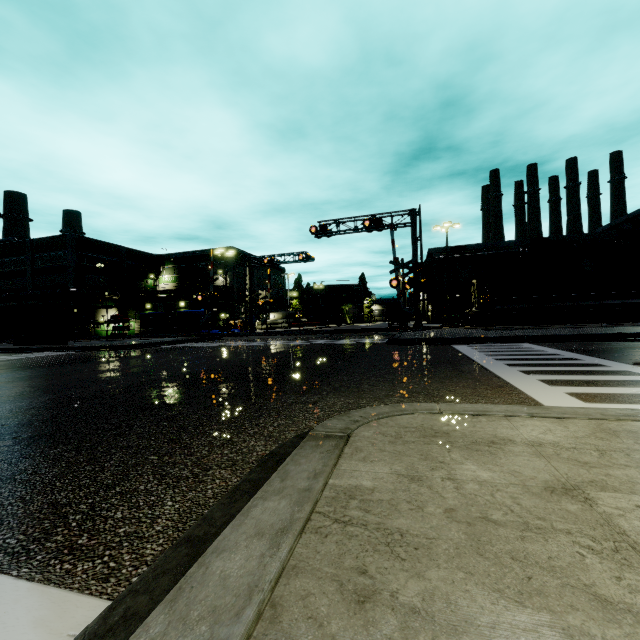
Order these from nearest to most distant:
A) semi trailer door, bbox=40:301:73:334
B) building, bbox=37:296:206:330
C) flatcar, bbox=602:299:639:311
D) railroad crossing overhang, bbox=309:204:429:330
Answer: railroad crossing overhang, bbox=309:204:429:330
flatcar, bbox=602:299:639:311
semi trailer door, bbox=40:301:73:334
building, bbox=37:296:206:330

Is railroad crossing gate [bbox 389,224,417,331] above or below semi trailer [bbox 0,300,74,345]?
above

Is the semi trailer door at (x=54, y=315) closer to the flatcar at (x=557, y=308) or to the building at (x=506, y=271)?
the building at (x=506, y=271)

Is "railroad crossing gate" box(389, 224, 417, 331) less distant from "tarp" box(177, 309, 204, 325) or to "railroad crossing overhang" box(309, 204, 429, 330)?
"railroad crossing overhang" box(309, 204, 429, 330)

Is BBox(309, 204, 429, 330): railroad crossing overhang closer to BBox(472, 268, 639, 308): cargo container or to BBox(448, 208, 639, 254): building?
BBox(472, 268, 639, 308): cargo container

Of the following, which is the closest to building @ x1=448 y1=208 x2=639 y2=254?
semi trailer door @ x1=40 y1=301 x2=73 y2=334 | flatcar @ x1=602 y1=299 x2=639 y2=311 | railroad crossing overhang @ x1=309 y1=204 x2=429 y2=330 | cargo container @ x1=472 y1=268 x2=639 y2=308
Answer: cargo container @ x1=472 y1=268 x2=639 y2=308

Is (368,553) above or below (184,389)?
above

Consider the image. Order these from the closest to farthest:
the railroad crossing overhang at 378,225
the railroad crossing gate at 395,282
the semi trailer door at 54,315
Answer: the railroad crossing gate at 395,282, the railroad crossing overhang at 378,225, the semi trailer door at 54,315
